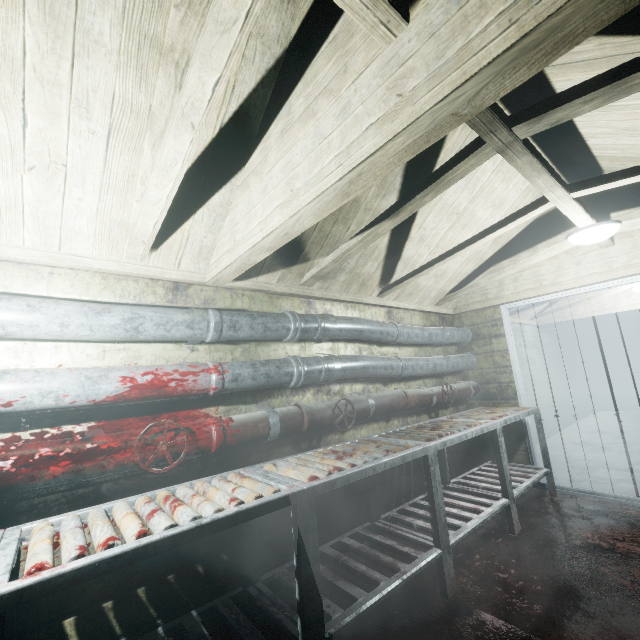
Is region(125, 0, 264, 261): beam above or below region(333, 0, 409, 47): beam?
below

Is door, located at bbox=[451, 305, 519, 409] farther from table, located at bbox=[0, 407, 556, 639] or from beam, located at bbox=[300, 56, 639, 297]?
beam, located at bbox=[300, 56, 639, 297]

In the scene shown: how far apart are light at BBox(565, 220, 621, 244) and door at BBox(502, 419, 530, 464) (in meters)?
1.08

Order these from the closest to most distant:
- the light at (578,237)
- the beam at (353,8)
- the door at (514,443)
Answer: the beam at (353,8) → the light at (578,237) → the door at (514,443)

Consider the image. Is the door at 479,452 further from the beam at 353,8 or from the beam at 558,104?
the beam at 353,8

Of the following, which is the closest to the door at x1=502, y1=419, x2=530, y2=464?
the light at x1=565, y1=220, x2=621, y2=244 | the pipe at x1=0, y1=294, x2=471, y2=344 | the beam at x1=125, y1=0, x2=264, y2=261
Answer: the pipe at x1=0, y1=294, x2=471, y2=344

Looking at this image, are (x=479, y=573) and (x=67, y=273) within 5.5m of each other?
yes
